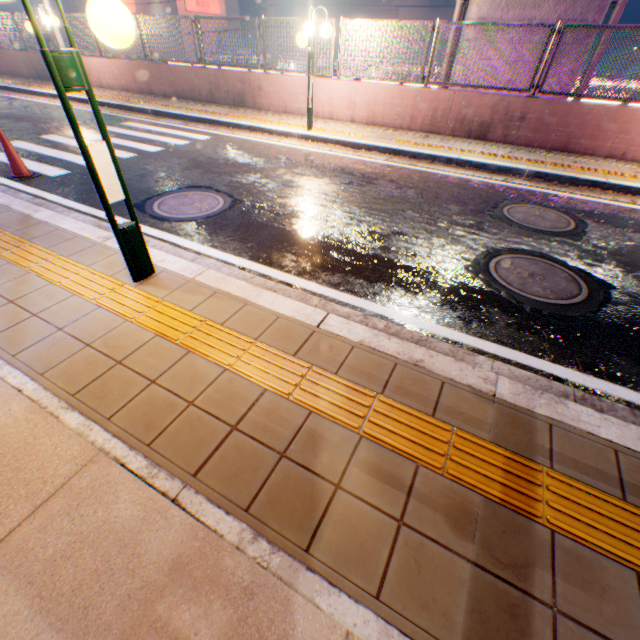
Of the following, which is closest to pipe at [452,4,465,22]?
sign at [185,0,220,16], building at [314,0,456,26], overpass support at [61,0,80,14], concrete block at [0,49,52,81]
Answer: overpass support at [61,0,80,14]

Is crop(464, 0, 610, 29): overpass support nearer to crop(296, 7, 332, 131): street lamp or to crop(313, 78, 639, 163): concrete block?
crop(313, 78, 639, 163): concrete block

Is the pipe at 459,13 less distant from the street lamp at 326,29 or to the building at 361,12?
the street lamp at 326,29

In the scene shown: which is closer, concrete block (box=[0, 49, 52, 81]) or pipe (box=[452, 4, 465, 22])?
pipe (box=[452, 4, 465, 22])

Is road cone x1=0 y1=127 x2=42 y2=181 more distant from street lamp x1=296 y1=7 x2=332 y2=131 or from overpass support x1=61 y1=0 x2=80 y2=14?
overpass support x1=61 y1=0 x2=80 y2=14

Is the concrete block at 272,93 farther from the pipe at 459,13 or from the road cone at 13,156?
the road cone at 13,156

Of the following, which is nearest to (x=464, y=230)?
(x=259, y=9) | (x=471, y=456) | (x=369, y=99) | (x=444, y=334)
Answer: (x=444, y=334)

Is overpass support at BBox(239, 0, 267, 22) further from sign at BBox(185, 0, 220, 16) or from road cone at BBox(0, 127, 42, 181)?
road cone at BBox(0, 127, 42, 181)
